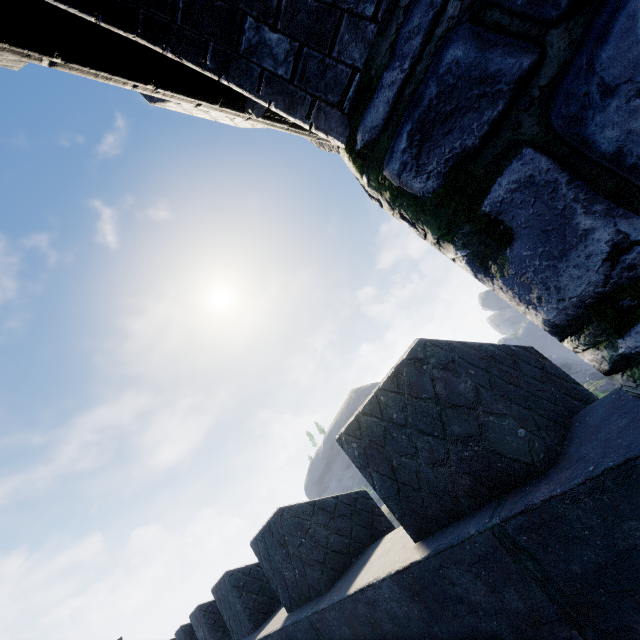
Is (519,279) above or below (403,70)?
below
